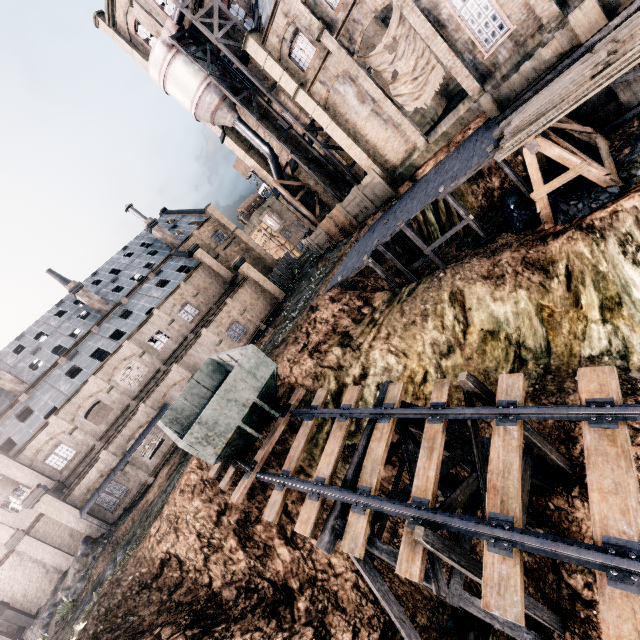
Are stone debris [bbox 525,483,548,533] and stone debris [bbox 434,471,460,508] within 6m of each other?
yes

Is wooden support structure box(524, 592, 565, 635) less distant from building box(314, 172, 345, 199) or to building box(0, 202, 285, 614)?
building box(314, 172, 345, 199)

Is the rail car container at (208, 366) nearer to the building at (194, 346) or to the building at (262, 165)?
the building at (194, 346)

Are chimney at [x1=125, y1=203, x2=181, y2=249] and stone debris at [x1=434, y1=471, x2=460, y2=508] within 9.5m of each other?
no

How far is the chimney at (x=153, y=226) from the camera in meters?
42.9

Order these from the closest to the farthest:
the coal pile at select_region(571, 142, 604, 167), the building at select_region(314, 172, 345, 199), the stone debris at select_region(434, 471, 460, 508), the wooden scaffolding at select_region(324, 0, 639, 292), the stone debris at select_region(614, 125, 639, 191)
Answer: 1. the stone debris at select_region(614, 125, 639, 191)
2. the stone debris at select_region(434, 471, 460, 508)
3. the coal pile at select_region(571, 142, 604, 167)
4. the wooden scaffolding at select_region(324, 0, 639, 292)
5. the building at select_region(314, 172, 345, 199)

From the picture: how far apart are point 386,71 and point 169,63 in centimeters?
2008cm

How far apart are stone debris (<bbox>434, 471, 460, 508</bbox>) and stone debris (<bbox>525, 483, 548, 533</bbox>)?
1.3m
